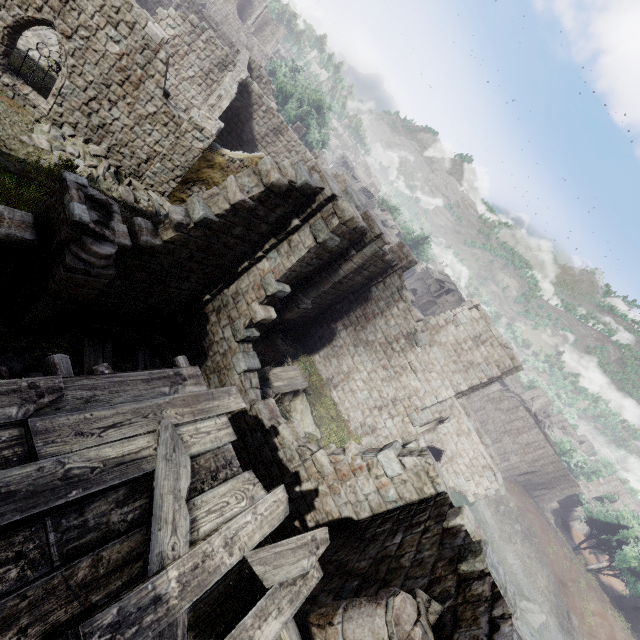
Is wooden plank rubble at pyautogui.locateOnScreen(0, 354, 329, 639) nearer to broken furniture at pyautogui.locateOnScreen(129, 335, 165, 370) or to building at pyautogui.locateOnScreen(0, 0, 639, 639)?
building at pyautogui.locateOnScreen(0, 0, 639, 639)

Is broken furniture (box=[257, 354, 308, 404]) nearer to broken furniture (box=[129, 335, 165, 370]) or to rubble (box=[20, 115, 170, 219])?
broken furniture (box=[129, 335, 165, 370])

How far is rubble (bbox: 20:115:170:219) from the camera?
12.86m

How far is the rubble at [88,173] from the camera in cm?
1286

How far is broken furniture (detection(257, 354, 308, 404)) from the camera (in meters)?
14.50

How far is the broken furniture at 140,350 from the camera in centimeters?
1036cm

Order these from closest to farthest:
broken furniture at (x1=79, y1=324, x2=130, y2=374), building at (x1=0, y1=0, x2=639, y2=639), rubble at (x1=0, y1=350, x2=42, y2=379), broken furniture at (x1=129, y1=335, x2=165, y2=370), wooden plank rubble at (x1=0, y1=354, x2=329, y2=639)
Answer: wooden plank rubble at (x1=0, y1=354, x2=329, y2=639)
building at (x1=0, y1=0, x2=639, y2=639)
rubble at (x1=0, y1=350, x2=42, y2=379)
broken furniture at (x1=79, y1=324, x2=130, y2=374)
broken furniture at (x1=129, y1=335, x2=165, y2=370)

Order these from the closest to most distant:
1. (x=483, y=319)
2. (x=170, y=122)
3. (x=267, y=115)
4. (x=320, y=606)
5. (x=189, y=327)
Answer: (x=320, y=606), (x=189, y=327), (x=170, y=122), (x=483, y=319), (x=267, y=115)
